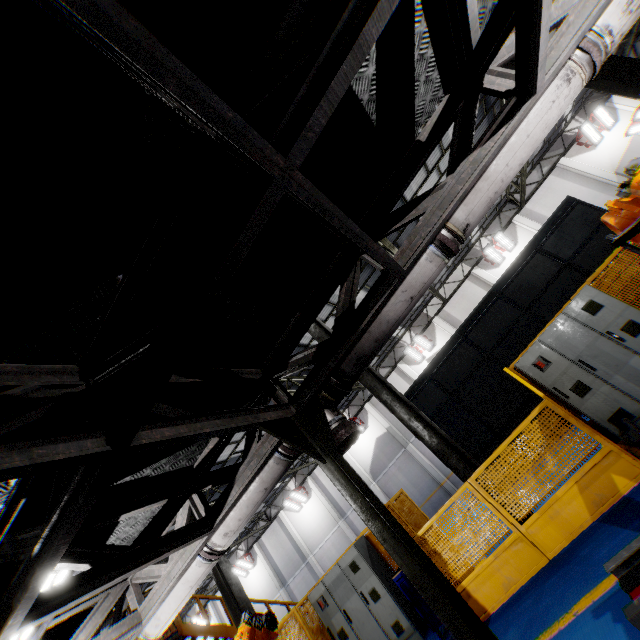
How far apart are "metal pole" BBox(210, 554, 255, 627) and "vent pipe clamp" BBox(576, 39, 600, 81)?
12.9m

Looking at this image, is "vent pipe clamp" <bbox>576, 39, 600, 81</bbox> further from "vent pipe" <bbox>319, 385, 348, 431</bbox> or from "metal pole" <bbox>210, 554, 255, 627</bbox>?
"metal pole" <bbox>210, 554, 255, 627</bbox>

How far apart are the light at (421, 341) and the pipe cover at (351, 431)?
18.6 meters

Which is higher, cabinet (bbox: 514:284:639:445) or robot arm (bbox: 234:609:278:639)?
robot arm (bbox: 234:609:278:639)

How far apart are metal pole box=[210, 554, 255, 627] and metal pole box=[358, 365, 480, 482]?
6.17m

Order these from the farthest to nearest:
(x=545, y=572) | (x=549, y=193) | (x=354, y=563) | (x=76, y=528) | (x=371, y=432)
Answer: (x=371, y=432)
(x=549, y=193)
(x=354, y=563)
(x=545, y=572)
(x=76, y=528)

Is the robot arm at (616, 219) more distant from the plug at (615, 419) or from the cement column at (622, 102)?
the cement column at (622, 102)

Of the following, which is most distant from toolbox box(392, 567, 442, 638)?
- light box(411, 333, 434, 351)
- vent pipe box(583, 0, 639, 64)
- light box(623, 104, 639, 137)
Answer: light box(623, 104, 639, 137)
